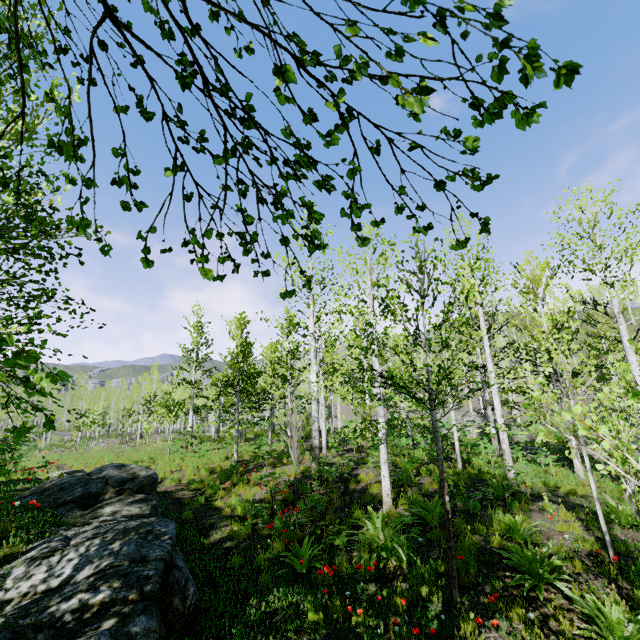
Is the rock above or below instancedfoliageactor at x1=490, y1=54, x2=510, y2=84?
below

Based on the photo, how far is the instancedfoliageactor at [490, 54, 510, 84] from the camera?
0.9m

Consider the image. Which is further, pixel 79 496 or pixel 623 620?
pixel 79 496

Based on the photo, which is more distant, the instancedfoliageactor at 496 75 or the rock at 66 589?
the rock at 66 589

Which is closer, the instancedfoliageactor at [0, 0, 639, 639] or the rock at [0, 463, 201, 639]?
the instancedfoliageactor at [0, 0, 639, 639]

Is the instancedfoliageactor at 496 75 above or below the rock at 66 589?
above
